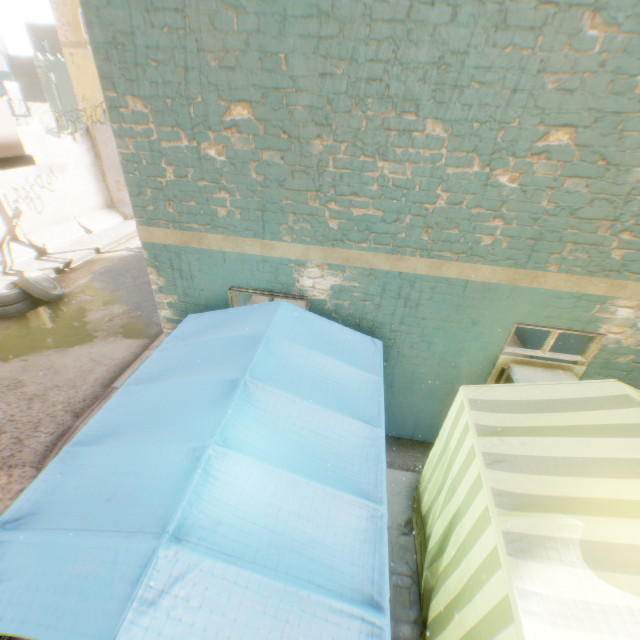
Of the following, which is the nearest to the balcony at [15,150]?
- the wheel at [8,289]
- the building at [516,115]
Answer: the building at [516,115]

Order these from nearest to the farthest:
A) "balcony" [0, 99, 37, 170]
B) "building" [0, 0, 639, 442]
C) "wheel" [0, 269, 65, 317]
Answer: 1. "building" [0, 0, 639, 442]
2. "balcony" [0, 99, 37, 170]
3. "wheel" [0, 269, 65, 317]

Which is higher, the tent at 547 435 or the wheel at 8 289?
the tent at 547 435

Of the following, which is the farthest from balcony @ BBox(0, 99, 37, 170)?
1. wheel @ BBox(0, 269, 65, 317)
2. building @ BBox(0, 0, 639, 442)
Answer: wheel @ BBox(0, 269, 65, 317)

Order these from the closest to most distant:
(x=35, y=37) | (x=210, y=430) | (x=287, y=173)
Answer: (x=210, y=430)
(x=287, y=173)
(x=35, y=37)

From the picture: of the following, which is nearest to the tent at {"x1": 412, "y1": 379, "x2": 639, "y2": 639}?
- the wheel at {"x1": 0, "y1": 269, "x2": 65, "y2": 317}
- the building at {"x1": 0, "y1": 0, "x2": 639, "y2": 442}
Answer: the building at {"x1": 0, "y1": 0, "x2": 639, "y2": 442}

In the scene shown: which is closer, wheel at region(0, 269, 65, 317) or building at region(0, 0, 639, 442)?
building at region(0, 0, 639, 442)
